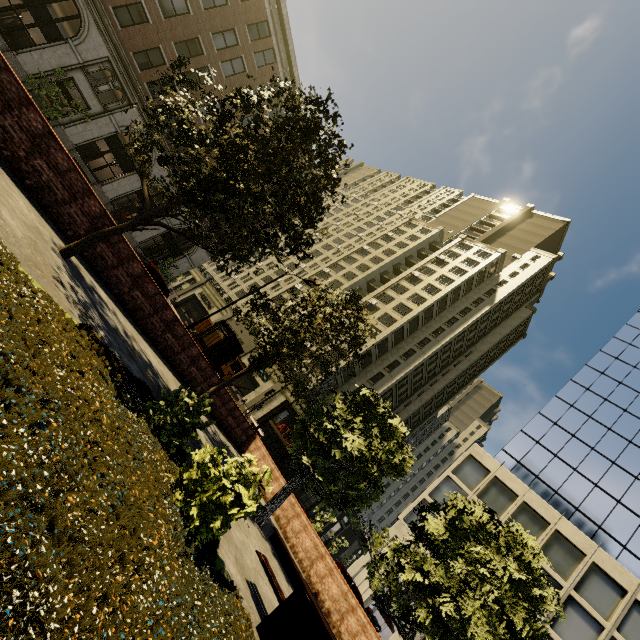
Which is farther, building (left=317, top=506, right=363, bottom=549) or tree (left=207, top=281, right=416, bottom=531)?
building (left=317, top=506, right=363, bottom=549)

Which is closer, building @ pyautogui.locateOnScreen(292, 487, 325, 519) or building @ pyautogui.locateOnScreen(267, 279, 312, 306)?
building @ pyautogui.locateOnScreen(292, 487, 325, 519)

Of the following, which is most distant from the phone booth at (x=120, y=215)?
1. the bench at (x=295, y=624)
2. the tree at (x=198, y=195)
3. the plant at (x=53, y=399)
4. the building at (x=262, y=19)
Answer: the bench at (x=295, y=624)

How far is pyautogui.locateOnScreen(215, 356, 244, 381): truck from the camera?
30.19m

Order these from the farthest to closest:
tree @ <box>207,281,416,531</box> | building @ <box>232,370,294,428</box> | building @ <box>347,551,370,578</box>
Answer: building @ <box>232,370,294,428</box>
building @ <box>347,551,370,578</box>
tree @ <box>207,281,416,531</box>

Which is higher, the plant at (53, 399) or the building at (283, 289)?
the building at (283, 289)

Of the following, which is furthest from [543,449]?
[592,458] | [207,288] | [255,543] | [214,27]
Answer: [207,288]

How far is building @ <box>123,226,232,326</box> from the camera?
28.7m
